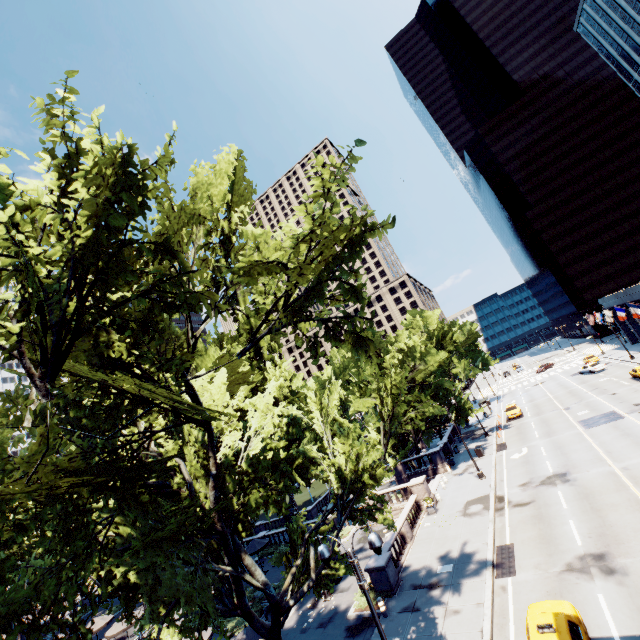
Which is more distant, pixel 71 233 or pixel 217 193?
pixel 217 193

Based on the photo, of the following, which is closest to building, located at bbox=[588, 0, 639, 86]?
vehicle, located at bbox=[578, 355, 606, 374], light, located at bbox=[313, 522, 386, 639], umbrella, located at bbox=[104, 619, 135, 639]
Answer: vehicle, located at bbox=[578, 355, 606, 374]

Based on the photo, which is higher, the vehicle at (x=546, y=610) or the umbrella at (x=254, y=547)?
the umbrella at (x=254, y=547)

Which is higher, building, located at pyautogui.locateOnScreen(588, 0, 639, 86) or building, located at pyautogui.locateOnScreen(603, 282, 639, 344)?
building, located at pyautogui.locateOnScreen(588, 0, 639, 86)

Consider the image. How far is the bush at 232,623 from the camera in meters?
21.8

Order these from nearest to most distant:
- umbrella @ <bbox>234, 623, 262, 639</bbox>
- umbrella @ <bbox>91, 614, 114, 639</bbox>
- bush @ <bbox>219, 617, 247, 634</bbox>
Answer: umbrella @ <bbox>234, 623, 262, 639</bbox>, bush @ <bbox>219, 617, 247, 634</bbox>, umbrella @ <bbox>91, 614, 114, 639</bbox>

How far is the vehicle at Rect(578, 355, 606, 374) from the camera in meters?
50.2

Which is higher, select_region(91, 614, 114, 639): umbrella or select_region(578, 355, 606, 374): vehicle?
select_region(91, 614, 114, 639): umbrella
